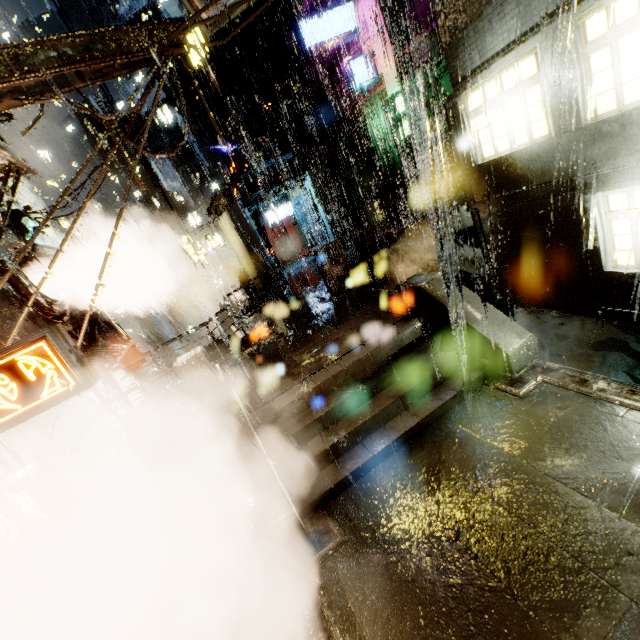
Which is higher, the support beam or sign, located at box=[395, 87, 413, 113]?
sign, located at box=[395, 87, 413, 113]

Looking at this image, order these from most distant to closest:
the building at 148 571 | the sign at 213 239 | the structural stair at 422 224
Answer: the sign at 213 239 → the structural stair at 422 224 → the building at 148 571

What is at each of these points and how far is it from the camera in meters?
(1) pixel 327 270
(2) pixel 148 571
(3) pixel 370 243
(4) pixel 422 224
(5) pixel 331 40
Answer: (1) support beam, 14.0
(2) building, 6.7
(3) structural stair, 15.9
(4) structural stair, 14.2
(5) sign, 18.6

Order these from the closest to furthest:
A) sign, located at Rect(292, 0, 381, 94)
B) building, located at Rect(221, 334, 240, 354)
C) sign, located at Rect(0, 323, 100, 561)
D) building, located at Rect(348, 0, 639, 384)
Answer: sign, located at Rect(0, 323, 100, 561) < building, located at Rect(348, 0, 639, 384) < building, located at Rect(221, 334, 240, 354) < sign, located at Rect(292, 0, 381, 94)

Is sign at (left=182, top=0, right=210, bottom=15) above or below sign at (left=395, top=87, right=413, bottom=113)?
above

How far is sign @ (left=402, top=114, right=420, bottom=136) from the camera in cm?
1953

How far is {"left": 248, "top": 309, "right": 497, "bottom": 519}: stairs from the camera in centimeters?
657cm

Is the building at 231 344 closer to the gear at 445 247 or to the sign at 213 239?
the gear at 445 247
